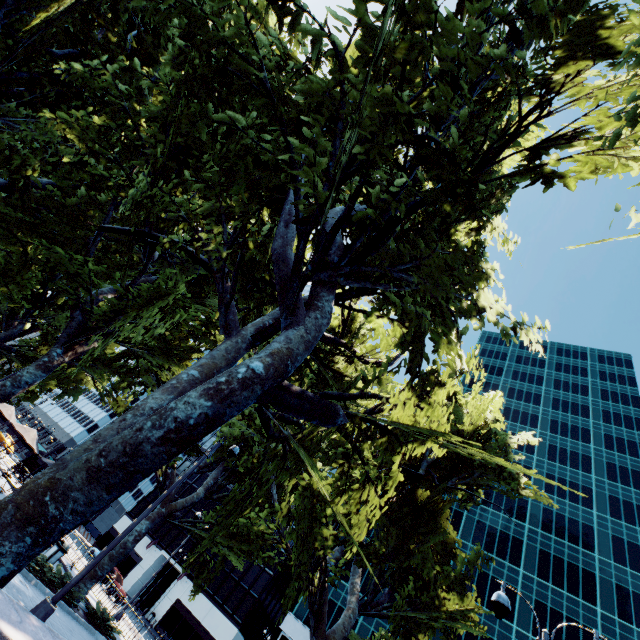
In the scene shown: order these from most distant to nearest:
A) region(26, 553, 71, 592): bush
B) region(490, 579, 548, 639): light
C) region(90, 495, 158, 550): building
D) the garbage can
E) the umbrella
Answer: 1. region(90, 495, 158, 550): building
2. the umbrella
3. the garbage can
4. region(26, 553, 71, 592): bush
5. region(490, 579, 548, 639): light

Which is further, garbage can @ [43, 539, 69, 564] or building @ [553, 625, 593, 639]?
building @ [553, 625, 593, 639]

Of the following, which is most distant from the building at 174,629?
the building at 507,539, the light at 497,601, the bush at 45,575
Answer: the light at 497,601

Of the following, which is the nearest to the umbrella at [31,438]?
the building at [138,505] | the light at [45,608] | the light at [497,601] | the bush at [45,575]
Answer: the bush at [45,575]

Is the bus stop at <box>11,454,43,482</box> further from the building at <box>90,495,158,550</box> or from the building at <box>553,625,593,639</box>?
the building at <box>553,625,593,639</box>

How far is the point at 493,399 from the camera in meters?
17.5 m

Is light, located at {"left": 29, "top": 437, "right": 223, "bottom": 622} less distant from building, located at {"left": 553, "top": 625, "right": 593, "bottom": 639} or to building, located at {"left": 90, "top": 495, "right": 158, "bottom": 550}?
building, located at {"left": 553, "top": 625, "right": 593, "bottom": 639}

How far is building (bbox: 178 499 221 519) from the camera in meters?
55.6
